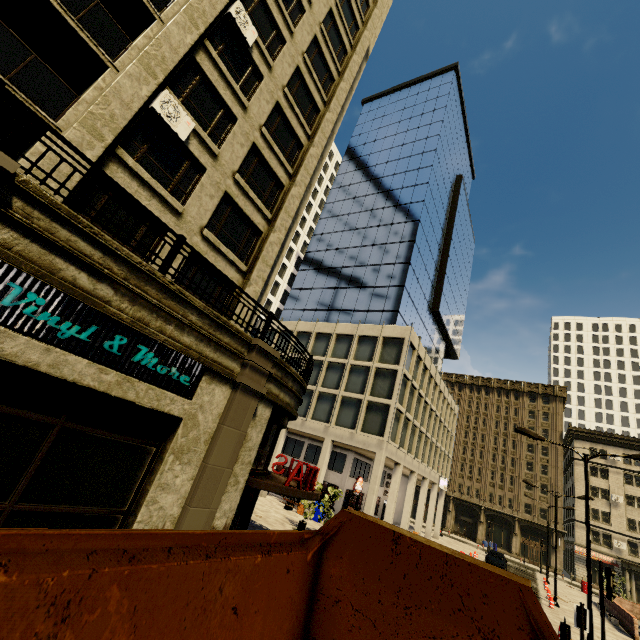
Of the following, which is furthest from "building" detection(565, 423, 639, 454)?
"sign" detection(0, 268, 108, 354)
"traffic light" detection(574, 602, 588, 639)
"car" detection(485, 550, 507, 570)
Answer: "traffic light" detection(574, 602, 588, 639)

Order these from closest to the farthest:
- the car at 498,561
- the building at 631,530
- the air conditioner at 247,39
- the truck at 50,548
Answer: the truck at 50,548, the air conditioner at 247,39, the car at 498,561, the building at 631,530

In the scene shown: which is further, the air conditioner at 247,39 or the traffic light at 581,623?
the air conditioner at 247,39

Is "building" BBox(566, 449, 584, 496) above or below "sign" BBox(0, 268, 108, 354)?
above

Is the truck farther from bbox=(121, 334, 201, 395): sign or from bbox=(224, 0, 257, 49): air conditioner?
bbox=(224, 0, 257, 49): air conditioner

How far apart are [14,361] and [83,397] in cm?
162

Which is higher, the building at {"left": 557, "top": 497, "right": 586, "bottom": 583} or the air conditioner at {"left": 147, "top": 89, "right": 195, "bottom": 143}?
the air conditioner at {"left": 147, "top": 89, "right": 195, "bottom": 143}

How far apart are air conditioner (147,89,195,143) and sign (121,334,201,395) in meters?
7.1 m
